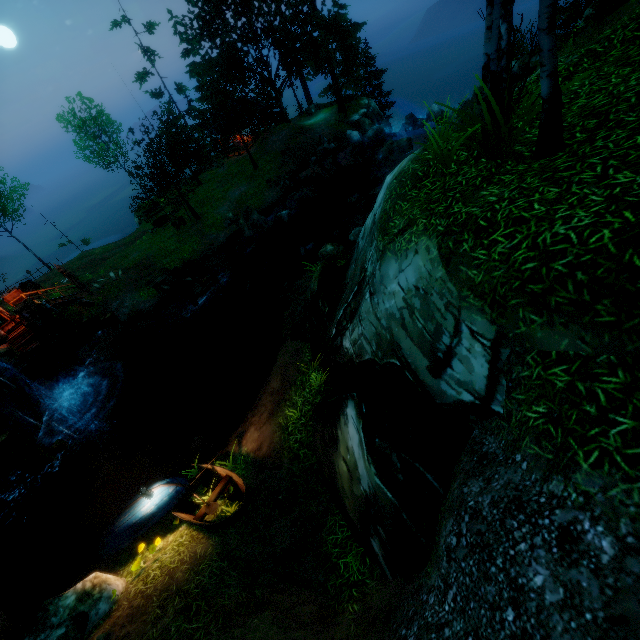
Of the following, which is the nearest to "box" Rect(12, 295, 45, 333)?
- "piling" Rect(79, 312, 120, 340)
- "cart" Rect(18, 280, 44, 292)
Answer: "piling" Rect(79, 312, 120, 340)

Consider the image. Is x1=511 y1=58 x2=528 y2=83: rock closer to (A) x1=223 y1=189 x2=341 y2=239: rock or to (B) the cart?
(A) x1=223 y1=189 x2=341 y2=239: rock

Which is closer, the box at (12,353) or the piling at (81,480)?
the piling at (81,480)

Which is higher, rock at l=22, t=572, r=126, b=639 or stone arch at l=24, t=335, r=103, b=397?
rock at l=22, t=572, r=126, b=639

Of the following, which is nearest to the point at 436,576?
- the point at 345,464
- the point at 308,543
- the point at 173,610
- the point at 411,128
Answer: the point at 345,464

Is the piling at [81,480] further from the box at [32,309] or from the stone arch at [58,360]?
the box at [32,309]

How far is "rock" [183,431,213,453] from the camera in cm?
1147

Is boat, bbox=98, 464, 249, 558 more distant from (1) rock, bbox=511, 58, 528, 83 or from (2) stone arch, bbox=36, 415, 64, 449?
(1) rock, bbox=511, 58, 528, 83
